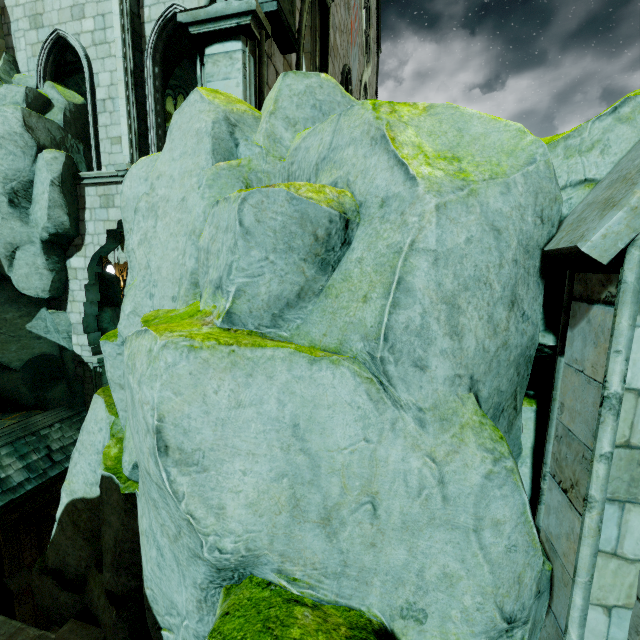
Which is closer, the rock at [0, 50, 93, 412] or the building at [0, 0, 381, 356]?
the building at [0, 0, 381, 356]

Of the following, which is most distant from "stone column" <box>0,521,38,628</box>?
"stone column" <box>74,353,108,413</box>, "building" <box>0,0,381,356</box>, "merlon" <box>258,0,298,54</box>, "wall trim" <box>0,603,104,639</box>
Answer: "merlon" <box>258,0,298,54</box>

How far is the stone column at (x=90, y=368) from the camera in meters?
12.0

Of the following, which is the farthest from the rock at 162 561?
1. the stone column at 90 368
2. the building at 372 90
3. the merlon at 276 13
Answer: the stone column at 90 368

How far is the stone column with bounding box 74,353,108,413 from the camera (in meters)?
12.01

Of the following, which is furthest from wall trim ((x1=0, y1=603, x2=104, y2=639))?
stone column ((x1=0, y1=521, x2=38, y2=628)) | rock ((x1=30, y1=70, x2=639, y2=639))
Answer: stone column ((x1=0, y1=521, x2=38, y2=628))

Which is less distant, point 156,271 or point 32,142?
point 156,271

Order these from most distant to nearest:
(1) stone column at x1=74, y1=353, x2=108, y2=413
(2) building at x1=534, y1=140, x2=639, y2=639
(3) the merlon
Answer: (1) stone column at x1=74, y1=353, x2=108, y2=413 → (3) the merlon → (2) building at x1=534, y1=140, x2=639, y2=639
